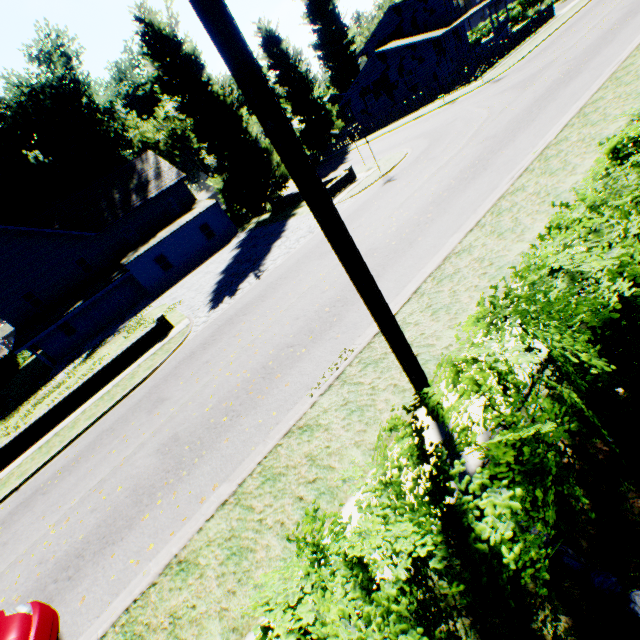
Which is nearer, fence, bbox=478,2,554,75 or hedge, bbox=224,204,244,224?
fence, bbox=478,2,554,75

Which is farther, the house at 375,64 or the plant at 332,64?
the plant at 332,64

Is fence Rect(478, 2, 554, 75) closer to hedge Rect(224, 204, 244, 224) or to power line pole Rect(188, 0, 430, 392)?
hedge Rect(224, 204, 244, 224)

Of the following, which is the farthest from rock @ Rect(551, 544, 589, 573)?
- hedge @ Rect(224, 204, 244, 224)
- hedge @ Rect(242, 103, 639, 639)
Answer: hedge @ Rect(224, 204, 244, 224)

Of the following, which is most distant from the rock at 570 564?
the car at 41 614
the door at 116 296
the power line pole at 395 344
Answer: the door at 116 296

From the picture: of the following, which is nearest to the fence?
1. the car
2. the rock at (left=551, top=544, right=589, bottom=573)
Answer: the rock at (left=551, top=544, right=589, bottom=573)

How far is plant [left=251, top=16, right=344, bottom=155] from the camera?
36.7m

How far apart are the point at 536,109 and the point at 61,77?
48.9 meters
